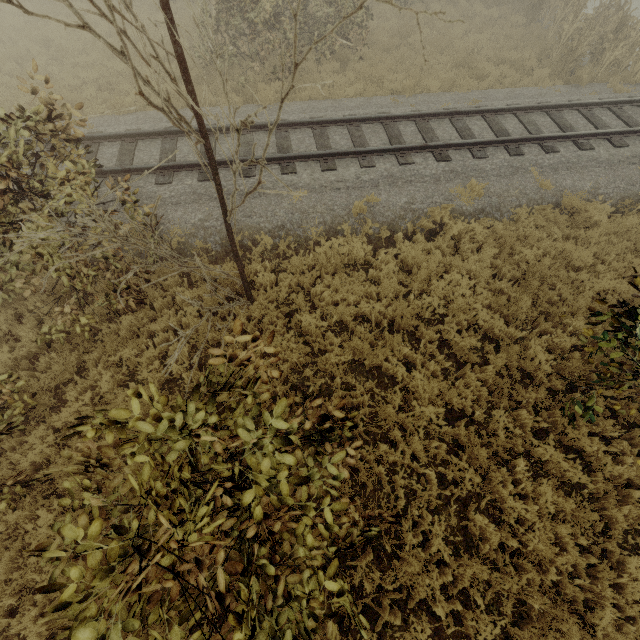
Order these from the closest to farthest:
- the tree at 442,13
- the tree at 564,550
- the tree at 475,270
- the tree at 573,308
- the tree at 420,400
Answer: the tree at 442,13
the tree at 573,308
the tree at 564,550
the tree at 420,400
the tree at 475,270

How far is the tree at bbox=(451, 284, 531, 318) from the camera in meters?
6.5

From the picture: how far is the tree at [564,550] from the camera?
4.5m

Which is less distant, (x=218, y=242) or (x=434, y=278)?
(x=434, y=278)

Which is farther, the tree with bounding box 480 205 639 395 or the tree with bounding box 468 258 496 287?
the tree with bounding box 468 258 496 287
